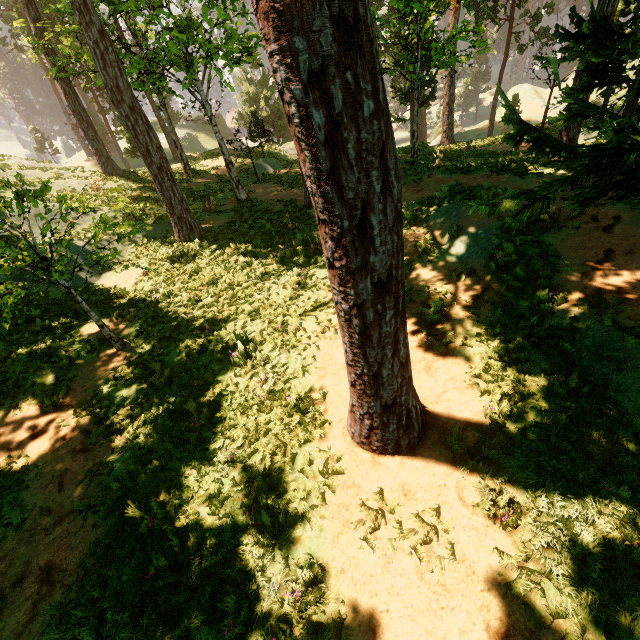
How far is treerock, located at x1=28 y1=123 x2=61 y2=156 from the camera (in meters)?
51.31

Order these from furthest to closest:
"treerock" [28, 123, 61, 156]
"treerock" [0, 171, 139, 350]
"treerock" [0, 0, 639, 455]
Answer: "treerock" [28, 123, 61, 156]
"treerock" [0, 171, 139, 350]
"treerock" [0, 0, 639, 455]

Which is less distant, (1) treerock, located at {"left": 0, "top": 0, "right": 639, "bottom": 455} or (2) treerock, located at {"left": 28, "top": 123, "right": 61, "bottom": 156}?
(1) treerock, located at {"left": 0, "top": 0, "right": 639, "bottom": 455}

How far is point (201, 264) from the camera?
13.14m

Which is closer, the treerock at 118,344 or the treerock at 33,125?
the treerock at 118,344
